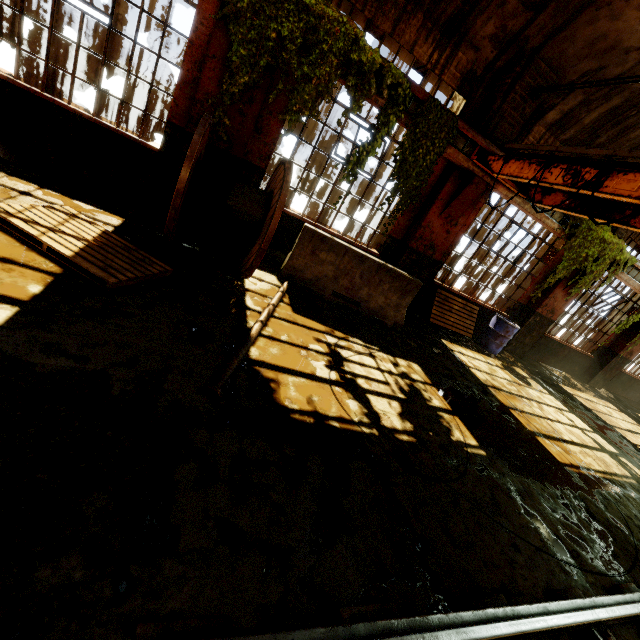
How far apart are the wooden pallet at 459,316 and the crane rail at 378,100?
4.66m

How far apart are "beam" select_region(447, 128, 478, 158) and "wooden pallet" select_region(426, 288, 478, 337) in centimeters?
324cm

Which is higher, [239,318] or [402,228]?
[402,228]

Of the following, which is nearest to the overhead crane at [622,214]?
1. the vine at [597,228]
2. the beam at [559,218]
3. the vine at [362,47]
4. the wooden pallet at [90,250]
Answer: the beam at [559,218]

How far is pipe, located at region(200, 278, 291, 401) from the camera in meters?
2.7 m

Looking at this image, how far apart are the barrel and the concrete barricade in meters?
3.5 m

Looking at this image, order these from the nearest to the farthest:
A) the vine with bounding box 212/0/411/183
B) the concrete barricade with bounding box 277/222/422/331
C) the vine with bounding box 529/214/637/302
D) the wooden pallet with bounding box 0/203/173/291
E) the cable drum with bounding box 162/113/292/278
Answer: the wooden pallet with bounding box 0/203/173/291, the cable drum with bounding box 162/113/292/278, the vine with bounding box 212/0/411/183, the concrete barricade with bounding box 277/222/422/331, the vine with bounding box 529/214/637/302

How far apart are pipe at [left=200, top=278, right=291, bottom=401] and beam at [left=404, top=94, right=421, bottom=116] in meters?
3.6 m
